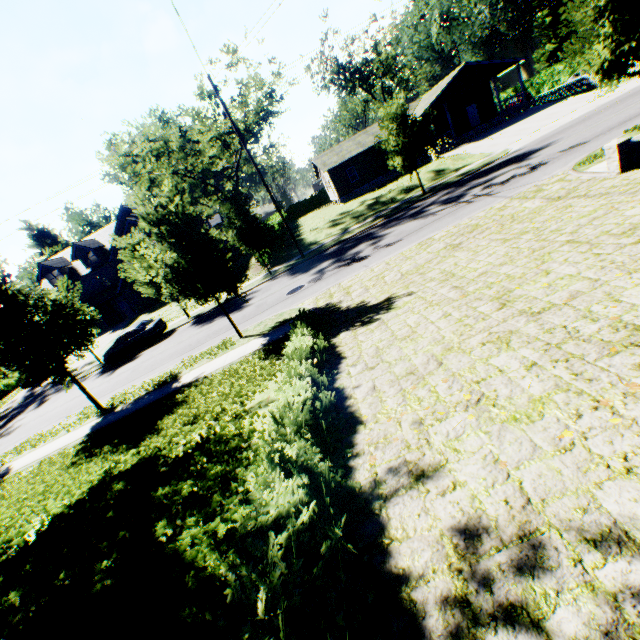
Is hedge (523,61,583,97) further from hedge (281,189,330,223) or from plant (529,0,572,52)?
plant (529,0,572,52)

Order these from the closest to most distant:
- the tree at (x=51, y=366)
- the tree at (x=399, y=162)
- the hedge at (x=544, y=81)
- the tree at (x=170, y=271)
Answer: the tree at (x=170, y=271) < the tree at (x=51, y=366) < the tree at (x=399, y=162) < the hedge at (x=544, y=81)

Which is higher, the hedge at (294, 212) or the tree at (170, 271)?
the tree at (170, 271)

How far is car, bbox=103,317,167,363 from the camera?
22.0m

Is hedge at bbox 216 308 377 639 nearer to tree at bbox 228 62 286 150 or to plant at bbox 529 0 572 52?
tree at bbox 228 62 286 150

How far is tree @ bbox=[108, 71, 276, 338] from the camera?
10.8 meters

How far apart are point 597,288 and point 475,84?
36.3m

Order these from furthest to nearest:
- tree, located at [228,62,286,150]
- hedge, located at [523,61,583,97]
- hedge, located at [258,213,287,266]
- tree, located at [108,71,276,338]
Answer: hedge, located at [523,61,583,97] → hedge, located at [258,213,287,266] → tree, located at [228,62,286,150] → tree, located at [108,71,276,338]
